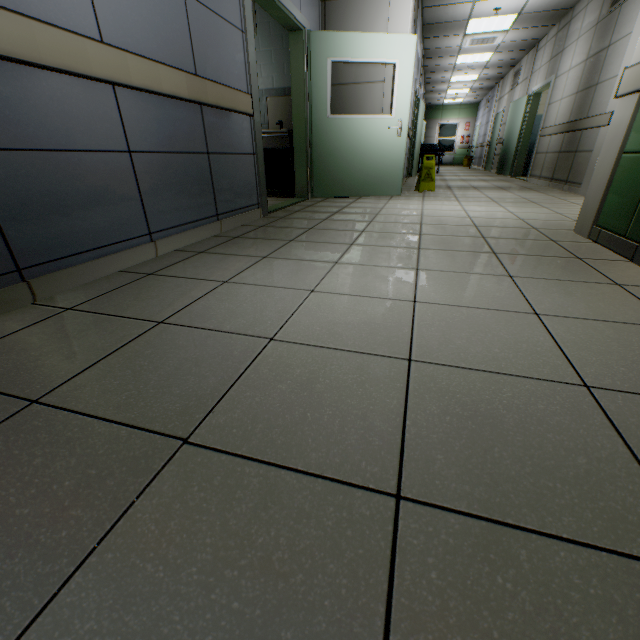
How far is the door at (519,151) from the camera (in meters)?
7.78

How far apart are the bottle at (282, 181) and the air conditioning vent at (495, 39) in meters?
6.6 m

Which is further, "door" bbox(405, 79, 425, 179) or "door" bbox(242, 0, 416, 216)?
"door" bbox(405, 79, 425, 179)

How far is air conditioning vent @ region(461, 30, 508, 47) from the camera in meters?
7.8 m

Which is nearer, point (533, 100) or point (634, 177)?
point (634, 177)

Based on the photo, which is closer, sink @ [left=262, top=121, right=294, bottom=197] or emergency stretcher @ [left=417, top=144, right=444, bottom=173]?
sink @ [left=262, top=121, right=294, bottom=197]

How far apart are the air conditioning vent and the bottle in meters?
6.6

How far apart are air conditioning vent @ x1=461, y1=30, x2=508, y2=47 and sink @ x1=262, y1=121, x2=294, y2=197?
6.3 meters
